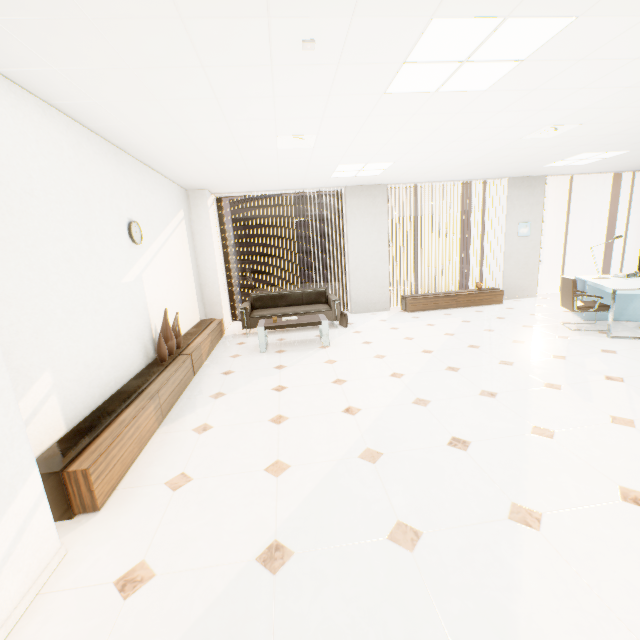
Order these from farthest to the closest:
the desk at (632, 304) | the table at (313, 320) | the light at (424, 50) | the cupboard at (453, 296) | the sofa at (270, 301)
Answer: the cupboard at (453, 296) < the sofa at (270, 301) < the table at (313, 320) < the desk at (632, 304) < the light at (424, 50)

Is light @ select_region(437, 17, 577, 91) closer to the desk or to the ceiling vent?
the ceiling vent

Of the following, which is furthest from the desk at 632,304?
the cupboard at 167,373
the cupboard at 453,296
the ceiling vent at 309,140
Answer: the cupboard at 167,373

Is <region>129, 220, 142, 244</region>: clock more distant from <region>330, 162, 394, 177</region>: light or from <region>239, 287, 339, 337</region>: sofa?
<region>330, 162, 394, 177</region>: light

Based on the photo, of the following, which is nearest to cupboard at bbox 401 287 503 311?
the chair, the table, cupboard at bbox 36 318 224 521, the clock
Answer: the chair

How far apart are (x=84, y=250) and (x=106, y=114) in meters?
1.3

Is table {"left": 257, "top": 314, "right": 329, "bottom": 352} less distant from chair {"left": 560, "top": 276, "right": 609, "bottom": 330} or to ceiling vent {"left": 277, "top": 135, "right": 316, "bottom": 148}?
ceiling vent {"left": 277, "top": 135, "right": 316, "bottom": 148}

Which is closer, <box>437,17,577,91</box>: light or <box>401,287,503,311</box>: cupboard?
<box>437,17,577,91</box>: light
